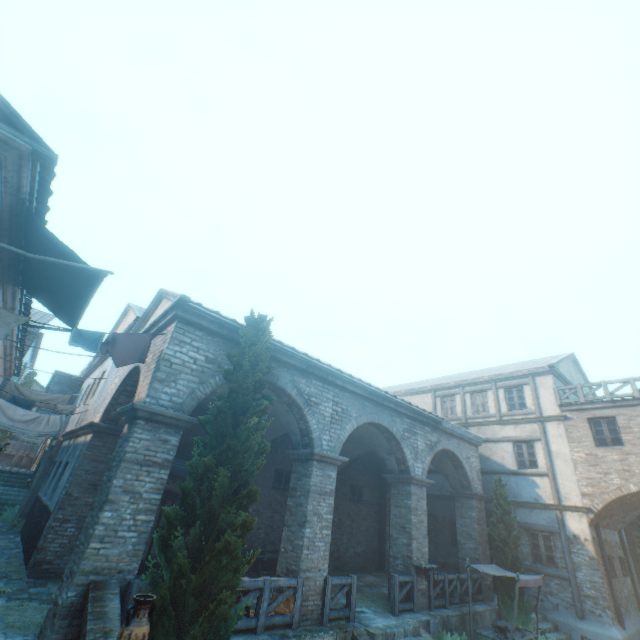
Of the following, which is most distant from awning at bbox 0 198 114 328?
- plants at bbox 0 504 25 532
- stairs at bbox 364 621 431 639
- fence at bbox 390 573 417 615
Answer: fence at bbox 390 573 417 615

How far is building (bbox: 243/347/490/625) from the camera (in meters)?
9.02

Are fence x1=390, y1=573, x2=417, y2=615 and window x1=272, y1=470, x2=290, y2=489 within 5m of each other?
Result: no

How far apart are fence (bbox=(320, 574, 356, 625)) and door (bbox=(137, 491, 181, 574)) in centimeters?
569cm

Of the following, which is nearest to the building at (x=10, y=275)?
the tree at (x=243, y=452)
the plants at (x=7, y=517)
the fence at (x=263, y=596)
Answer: the tree at (x=243, y=452)

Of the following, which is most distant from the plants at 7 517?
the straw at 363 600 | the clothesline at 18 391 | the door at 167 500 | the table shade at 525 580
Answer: the table shade at 525 580

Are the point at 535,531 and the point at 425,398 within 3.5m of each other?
no

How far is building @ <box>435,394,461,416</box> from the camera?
20.4 meters
